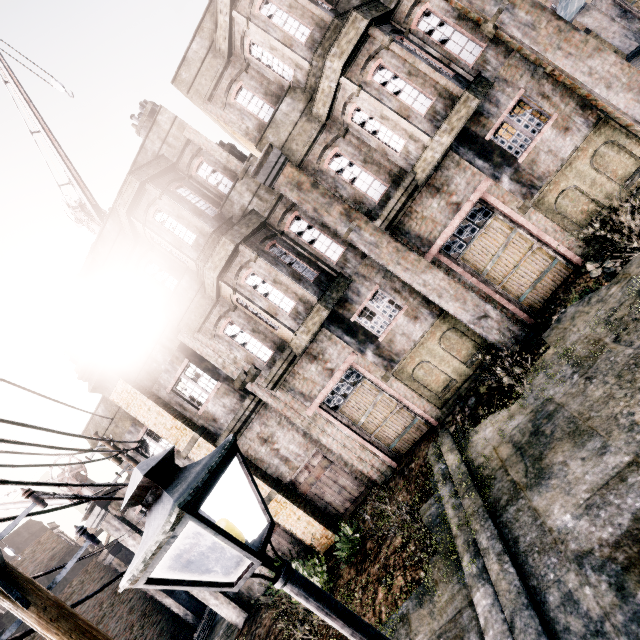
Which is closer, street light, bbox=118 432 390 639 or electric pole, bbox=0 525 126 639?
street light, bbox=118 432 390 639

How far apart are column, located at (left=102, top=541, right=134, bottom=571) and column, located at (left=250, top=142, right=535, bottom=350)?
26.05m

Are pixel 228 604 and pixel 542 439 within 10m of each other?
no

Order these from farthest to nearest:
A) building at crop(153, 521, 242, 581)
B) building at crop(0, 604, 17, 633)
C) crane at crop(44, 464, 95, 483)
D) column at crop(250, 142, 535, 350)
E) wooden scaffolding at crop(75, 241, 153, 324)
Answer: building at crop(0, 604, 17, 633), crane at crop(44, 464, 95, 483), building at crop(153, 521, 242, 581), wooden scaffolding at crop(75, 241, 153, 324), column at crop(250, 142, 535, 350)

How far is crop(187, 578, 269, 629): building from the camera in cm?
1515

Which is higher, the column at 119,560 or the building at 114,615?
the column at 119,560

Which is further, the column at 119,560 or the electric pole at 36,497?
the column at 119,560
